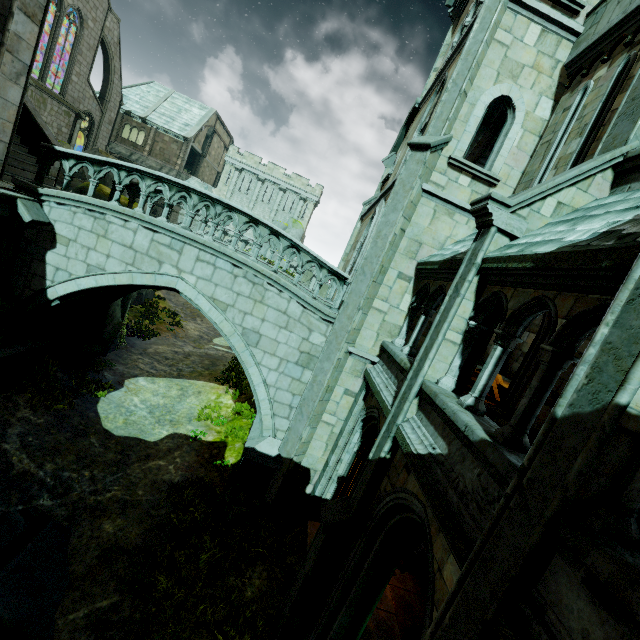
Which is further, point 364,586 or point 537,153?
point 537,153

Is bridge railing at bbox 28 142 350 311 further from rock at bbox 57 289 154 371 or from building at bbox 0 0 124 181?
rock at bbox 57 289 154 371

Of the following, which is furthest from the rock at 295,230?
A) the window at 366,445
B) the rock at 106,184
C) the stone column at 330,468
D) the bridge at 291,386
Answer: the window at 366,445

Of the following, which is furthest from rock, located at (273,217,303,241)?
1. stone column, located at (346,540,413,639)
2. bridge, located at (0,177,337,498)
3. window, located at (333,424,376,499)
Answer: stone column, located at (346,540,413,639)

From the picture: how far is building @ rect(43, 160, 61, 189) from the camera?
10.8 meters

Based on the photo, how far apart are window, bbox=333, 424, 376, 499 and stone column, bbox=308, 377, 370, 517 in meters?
0.0

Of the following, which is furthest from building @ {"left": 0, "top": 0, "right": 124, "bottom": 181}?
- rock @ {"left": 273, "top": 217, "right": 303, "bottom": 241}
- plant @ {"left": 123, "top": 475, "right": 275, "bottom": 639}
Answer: rock @ {"left": 273, "top": 217, "right": 303, "bottom": 241}

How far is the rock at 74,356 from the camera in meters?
11.5
